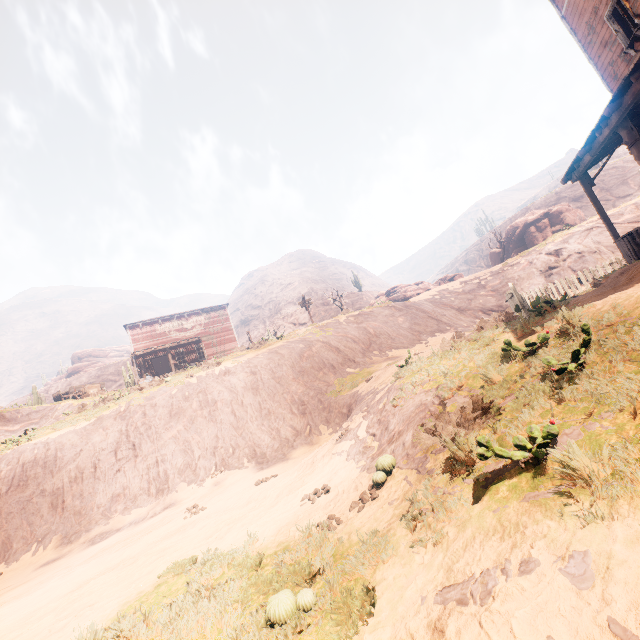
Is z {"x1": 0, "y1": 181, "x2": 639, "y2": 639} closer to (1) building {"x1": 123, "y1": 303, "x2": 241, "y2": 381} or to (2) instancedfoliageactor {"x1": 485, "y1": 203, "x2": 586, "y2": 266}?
(1) building {"x1": 123, "y1": 303, "x2": 241, "y2": 381}

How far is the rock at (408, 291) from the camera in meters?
37.2 m

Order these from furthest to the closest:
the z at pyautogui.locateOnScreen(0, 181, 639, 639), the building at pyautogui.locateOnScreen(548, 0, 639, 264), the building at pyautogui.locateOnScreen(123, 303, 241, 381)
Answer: the building at pyautogui.locateOnScreen(123, 303, 241, 381)
the building at pyautogui.locateOnScreen(548, 0, 639, 264)
the z at pyautogui.locateOnScreen(0, 181, 639, 639)

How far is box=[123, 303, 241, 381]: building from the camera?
31.0 meters

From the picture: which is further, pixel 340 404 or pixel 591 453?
pixel 340 404

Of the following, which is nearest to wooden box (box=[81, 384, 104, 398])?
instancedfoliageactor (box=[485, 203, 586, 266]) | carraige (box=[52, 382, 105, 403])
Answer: carraige (box=[52, 382, 105, 403])

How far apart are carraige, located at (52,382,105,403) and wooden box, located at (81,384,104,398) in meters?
0.0

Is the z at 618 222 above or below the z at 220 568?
above
